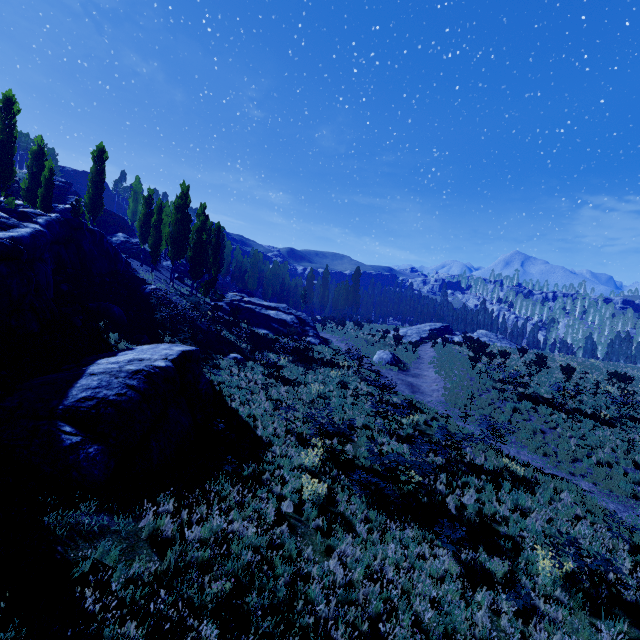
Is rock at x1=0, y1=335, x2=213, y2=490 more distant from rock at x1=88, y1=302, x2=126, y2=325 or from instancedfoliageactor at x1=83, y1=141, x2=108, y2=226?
instancedfoliageactor at x1=83, y1=141, x2=108, y2=226

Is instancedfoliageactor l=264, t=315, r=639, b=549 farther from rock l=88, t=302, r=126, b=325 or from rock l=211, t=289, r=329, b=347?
rock l=88, t=302, r=126, b=325

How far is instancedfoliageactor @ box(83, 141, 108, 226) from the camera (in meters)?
32.47

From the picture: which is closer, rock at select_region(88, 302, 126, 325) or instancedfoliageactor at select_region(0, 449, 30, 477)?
instancedfoliageactor at select_region(0, 449, 30, 477)

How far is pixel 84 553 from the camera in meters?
5.4 m

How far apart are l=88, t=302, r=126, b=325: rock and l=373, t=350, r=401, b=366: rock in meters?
20.7

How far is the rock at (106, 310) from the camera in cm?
1625

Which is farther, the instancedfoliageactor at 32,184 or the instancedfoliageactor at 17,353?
→ the instancedfoliageactor at 32,184
